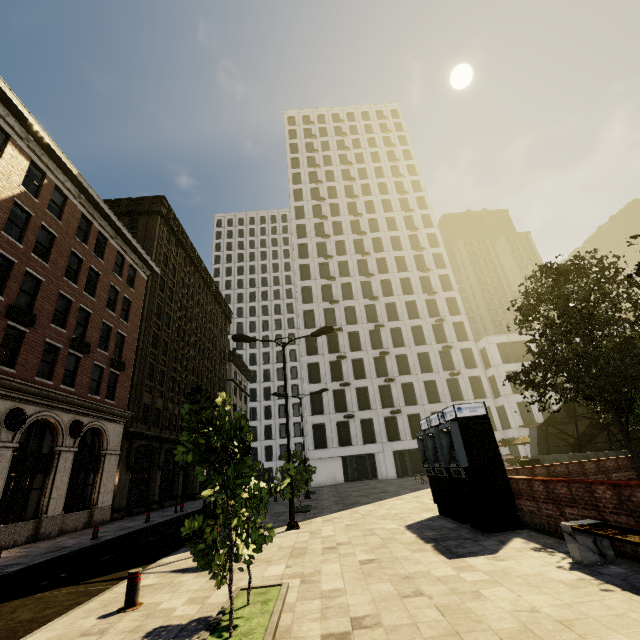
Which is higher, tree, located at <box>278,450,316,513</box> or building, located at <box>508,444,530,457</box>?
tree, located at <box>278,450,316,513</box>

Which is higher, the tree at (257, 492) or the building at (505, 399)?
the building at (505, 399)

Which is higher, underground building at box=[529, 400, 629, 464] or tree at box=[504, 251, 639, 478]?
tree at box=[504, 251, 639, 478]

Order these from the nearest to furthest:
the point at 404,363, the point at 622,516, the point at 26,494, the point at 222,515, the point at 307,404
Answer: the point at 222,515, the point at 622,516, the point at 26,494, the point at 307,404, the point at 404,363

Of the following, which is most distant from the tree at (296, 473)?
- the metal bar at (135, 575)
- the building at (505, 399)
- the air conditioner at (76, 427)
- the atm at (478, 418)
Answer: the building at (505, 399)

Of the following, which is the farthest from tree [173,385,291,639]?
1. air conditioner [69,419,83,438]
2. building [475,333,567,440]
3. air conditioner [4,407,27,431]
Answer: building [475,333,567,440]

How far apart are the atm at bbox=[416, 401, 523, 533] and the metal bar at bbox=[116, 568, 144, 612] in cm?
790

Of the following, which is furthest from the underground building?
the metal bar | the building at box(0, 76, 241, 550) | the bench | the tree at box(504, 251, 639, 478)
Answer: the building at box(0, 76, 241, 550)
